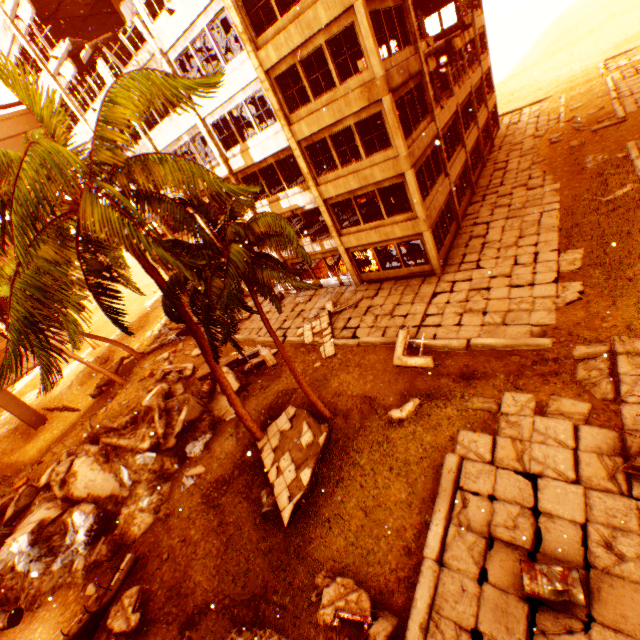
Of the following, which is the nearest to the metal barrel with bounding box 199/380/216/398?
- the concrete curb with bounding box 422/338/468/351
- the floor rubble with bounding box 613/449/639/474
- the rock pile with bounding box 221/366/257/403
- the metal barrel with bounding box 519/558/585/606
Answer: the rock pile with bounding box 221/366/257/403

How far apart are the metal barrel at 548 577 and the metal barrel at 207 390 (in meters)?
13.22

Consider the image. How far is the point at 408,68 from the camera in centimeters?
1417cm

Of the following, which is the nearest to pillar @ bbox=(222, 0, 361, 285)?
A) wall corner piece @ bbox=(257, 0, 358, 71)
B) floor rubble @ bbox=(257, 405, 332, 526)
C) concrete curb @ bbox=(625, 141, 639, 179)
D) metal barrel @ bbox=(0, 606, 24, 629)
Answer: wall corner piece @ bbox=(257, 0, 358, 71)

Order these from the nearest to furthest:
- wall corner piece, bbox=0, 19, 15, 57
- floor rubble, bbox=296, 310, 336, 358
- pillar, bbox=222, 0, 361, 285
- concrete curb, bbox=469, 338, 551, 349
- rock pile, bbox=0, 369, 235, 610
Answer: concrete curb, bbox=469, 338, 551, 349, rock pile, bbox=0, 369, 235, 610, pillar, bbox=222, 0, 361, 285, floor rubble, bbox=296, 310, 336, 358, wall corner piece, bbox=0, 19, 15, 57

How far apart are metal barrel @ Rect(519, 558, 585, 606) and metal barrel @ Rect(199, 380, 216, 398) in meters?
13.2 m

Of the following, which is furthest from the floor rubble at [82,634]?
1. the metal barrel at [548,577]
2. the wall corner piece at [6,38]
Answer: the wall corner piece at [6,38]

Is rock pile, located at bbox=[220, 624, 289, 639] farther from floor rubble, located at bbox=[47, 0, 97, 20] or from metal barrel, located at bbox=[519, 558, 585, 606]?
floor rubble, located at bbox=[47, 0, 97, 20]
